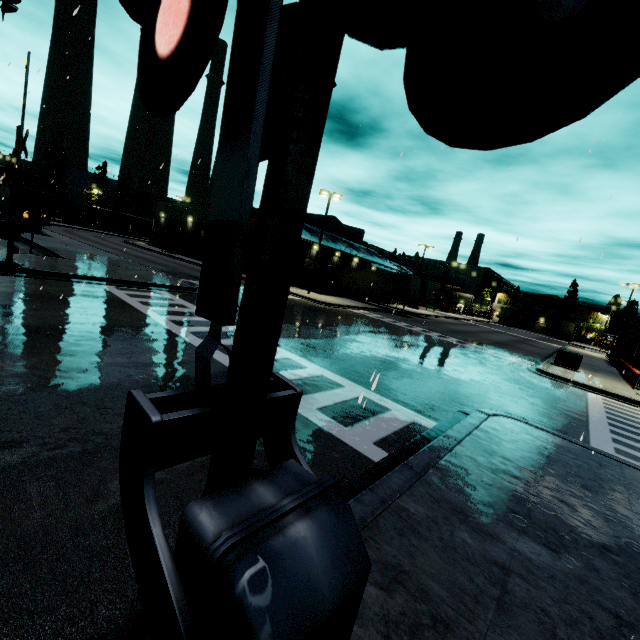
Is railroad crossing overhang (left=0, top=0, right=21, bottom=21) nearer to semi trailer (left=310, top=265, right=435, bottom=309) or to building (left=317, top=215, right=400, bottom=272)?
building (left=317, top=215, right=400, bottom=272)

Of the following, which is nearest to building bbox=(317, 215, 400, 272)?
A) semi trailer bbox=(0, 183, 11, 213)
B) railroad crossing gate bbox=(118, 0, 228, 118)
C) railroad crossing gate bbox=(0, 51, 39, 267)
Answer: semi trailer bbox=(0, 183, 11, 213)

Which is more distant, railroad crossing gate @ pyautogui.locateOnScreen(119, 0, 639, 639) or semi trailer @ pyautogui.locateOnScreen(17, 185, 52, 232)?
semi trailer @ pyautogui.locateOnScreen(17, 185, 52, 232)

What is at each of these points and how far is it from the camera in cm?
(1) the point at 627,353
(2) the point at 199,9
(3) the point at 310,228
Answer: (1) building, 2925
(2) railroad crossing gate, 117
(3) building, 4075

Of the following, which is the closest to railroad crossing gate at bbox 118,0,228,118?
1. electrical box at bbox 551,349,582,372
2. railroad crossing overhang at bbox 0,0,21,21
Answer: railroad crossing overhang at bbox 0,0,21,21

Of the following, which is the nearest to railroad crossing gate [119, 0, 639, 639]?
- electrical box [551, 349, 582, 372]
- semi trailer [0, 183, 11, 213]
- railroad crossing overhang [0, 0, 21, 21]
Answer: semi trailer [0, 183, 11, 213]

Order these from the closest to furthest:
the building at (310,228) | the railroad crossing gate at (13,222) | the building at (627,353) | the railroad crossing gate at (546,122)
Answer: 1. the railroad crossing gate at (546,122)
2. the railroad crossing gate at (13,222)
3. the building at (627,353)
4. the building at (310,228)

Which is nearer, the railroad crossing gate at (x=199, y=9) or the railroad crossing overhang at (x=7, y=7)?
the railroad crossing gate at (x=199, y=9)
